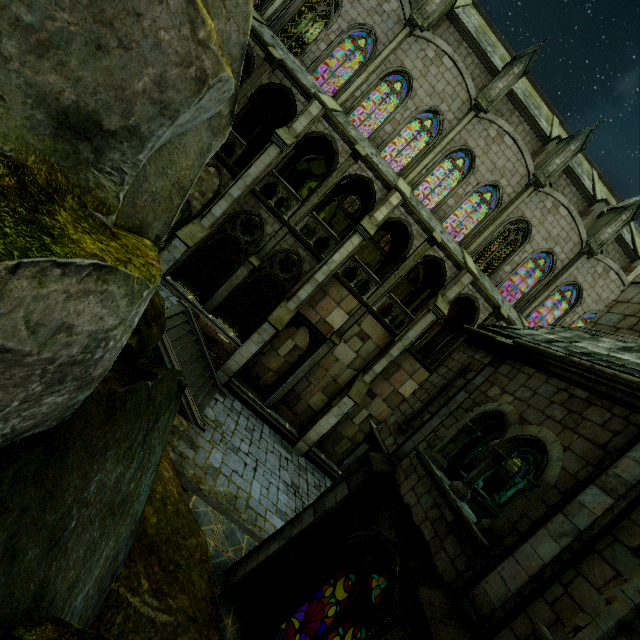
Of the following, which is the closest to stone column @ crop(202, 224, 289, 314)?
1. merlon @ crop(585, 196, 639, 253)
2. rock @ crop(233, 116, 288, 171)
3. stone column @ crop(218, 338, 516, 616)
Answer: rock @ crop(233, 116, 288, 171)

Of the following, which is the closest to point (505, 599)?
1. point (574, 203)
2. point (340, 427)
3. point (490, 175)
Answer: point (340, 427)

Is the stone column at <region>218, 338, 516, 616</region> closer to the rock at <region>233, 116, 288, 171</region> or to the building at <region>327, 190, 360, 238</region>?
the building at <region>327, 190, 360, 238</region>

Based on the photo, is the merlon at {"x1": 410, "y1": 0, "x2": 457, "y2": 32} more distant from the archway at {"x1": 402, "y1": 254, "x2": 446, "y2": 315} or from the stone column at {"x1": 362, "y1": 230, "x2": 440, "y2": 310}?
the stone column at {"x1": 362, "y1": 230, "x2": 440, "y2": 310}

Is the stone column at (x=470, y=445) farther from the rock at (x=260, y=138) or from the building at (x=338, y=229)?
the rock at (x=260, y=138)

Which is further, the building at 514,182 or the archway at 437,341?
the archway at 437,341

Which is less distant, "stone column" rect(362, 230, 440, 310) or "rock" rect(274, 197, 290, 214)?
"stone column" rect(362, 230, 440, 310)

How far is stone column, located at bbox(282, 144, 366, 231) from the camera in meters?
16.5 m
